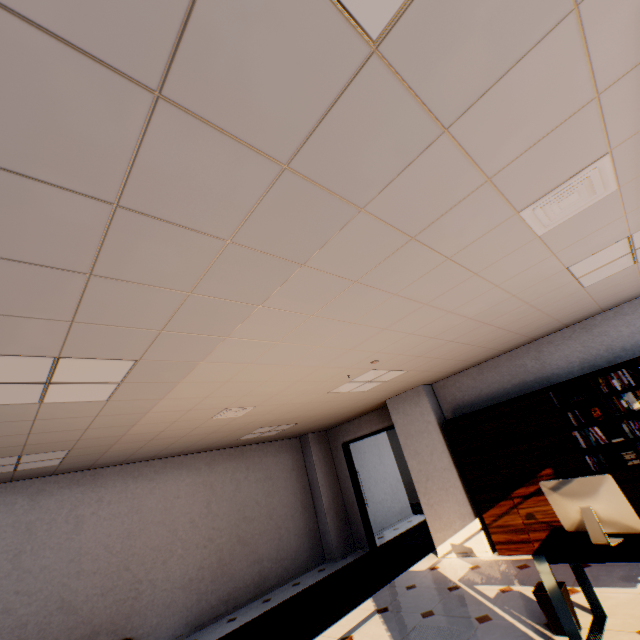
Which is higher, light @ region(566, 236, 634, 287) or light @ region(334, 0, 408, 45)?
light @ region(566, 236, 634, 287)

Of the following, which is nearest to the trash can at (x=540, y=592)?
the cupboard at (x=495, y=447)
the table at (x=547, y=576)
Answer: the table at (x=547, y=576)

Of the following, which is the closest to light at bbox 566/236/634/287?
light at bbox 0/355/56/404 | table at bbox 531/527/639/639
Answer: table at bbox 531/527/639/639

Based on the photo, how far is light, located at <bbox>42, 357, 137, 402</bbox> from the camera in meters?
2.4

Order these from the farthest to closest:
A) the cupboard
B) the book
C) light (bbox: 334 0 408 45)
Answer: the cupboard
the book
light (bbox: 334 0 408 45)

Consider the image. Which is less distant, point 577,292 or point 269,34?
point 269,34

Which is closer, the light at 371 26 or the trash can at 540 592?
the light at 371 26

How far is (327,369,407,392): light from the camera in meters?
4.8 m
